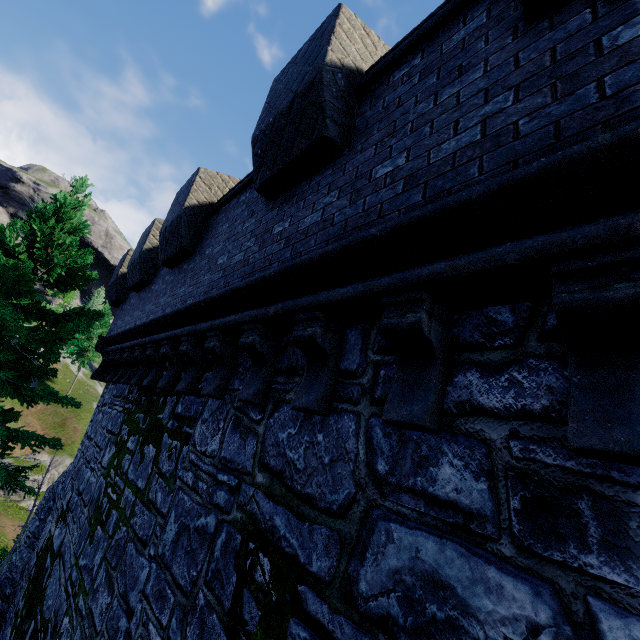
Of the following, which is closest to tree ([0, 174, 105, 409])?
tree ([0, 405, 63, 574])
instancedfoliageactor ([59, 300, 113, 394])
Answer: tree ([0, 405, 63, 574])

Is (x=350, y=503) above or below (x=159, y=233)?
below

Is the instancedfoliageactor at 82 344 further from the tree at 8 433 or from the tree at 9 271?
→ the tree at 8 433

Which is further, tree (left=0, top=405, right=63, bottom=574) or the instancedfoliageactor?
the instancedfoliageactor

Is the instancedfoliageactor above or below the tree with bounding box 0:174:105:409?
above

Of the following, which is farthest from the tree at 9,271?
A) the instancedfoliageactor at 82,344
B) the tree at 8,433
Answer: the instancedfoliageactor at 82,344

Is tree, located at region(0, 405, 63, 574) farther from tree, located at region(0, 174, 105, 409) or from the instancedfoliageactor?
the instancedfoliageactor
